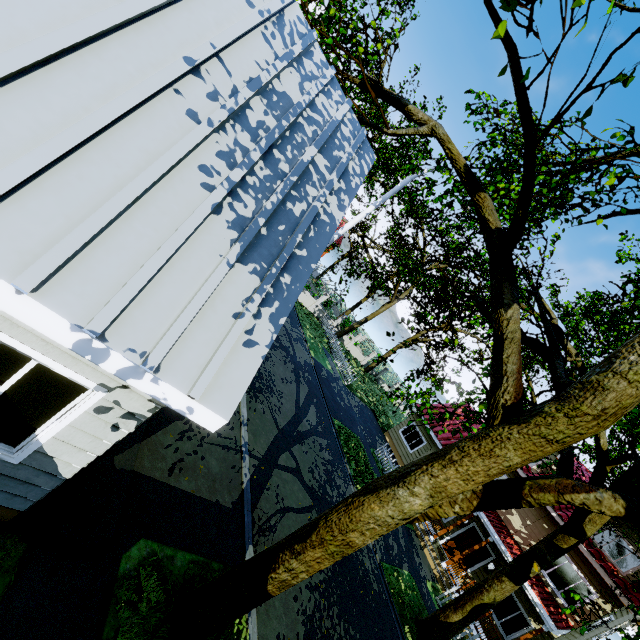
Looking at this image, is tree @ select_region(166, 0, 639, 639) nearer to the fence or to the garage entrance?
the fence

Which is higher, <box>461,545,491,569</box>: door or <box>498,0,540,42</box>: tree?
<box>498,0,540,42</box>: tree

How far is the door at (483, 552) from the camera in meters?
16.3

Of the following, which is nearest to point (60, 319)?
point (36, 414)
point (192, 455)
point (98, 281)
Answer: point (98, 281)

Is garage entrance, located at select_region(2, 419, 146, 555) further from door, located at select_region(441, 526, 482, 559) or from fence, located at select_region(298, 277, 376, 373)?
door, located at select_region(441, 526, 482, 559)

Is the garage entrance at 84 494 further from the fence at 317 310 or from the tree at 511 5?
the fence at 317 310

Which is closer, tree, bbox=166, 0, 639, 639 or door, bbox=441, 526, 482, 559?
tree, bbox=166, 0, 639, 639

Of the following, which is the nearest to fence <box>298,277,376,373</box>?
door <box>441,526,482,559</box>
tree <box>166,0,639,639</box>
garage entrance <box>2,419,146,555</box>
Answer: tree <box>166,0,639,639</box>
